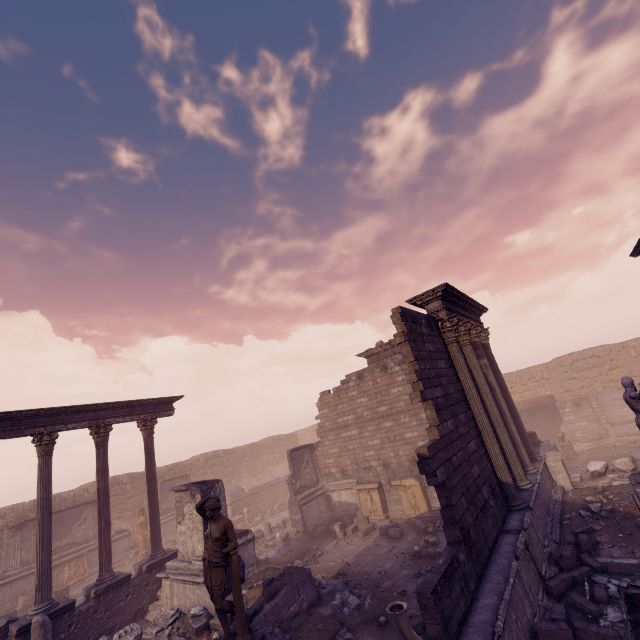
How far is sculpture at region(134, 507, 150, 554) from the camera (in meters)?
19.04

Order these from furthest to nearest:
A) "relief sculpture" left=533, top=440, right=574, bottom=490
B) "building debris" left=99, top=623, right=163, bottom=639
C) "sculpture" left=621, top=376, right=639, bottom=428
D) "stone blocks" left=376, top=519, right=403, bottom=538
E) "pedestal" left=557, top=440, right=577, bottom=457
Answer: "pedestal" left=557, top=440, right=577, bottom=457, "stone blocks" left=376, top=519, right=403, bottom=538, "relief sculpture" left=533, top=440, right=574, bottom=490, "building debris" left=99, top=623, right=163, bottom=639, "sculpture" left=621, top=376, right=639, bottom=428

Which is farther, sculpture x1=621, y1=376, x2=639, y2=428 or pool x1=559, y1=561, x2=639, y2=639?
sculpture x1=621, y1=376, x2=639, y2=428

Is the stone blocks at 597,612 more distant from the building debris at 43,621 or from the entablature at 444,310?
the building debris at 43,621

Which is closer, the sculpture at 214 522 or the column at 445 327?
the sculpture at 214 522

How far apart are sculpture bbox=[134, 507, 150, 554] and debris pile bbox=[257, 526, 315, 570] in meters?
7.9

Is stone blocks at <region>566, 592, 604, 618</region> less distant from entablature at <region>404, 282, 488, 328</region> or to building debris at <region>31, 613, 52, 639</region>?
entablature at <region>404, 282, 488, 328</region>

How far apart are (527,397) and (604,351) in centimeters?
586cm
